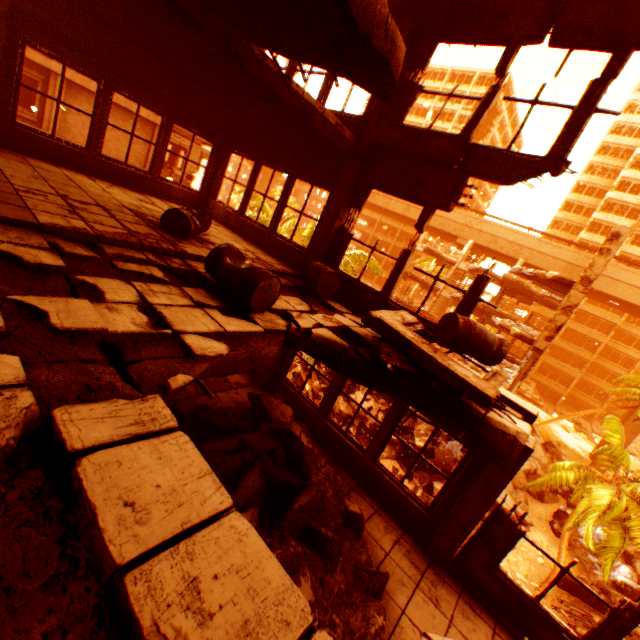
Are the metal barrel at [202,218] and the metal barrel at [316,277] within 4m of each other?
yes

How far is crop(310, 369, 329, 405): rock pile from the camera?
21.2 meters

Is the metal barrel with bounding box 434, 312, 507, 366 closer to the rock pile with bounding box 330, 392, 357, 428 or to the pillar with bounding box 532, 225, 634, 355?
the rock pile with bounding box 330, 392, 357, 428

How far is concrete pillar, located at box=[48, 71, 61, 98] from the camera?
15.4m

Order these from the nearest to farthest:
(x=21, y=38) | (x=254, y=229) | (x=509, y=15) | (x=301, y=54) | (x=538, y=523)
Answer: (x=301, y=54)
(x=509, y=15)
(x=21, y=38)
(x=254, y=229)
(x=538, y=523)

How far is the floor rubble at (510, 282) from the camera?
25.04m

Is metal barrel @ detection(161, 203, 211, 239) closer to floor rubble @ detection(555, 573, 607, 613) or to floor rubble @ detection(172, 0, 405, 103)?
floor rubble @ detection(172, 0, 405, 103)

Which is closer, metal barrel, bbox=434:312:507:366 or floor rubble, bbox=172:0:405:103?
floor rubble, bbox=172:0:405:103
